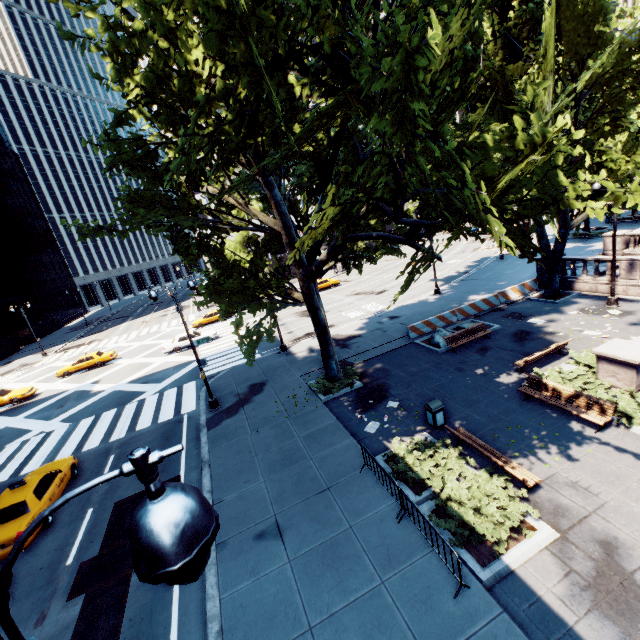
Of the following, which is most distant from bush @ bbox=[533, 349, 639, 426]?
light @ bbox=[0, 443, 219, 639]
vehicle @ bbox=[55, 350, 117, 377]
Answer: vehicle @ bbox=[55, 350, 117, 377]

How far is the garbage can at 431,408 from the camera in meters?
12.3

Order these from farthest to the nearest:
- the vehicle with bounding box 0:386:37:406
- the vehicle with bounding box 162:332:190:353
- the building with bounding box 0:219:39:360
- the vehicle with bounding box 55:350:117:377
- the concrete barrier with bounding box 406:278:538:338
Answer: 1. the building with bounding box 0:219:39:360
2. the vehicle with bounding box 55:350:117:377
3. the vehicle with bounding box 162:332:190:353
4. the vehicle with bounding box 0:386:37:406
5. the concrete barrier with bounding box 406:278:538:338

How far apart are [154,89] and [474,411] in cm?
1514

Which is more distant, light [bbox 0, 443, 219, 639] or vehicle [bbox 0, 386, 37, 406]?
vehicle [bbox 0, 386, 37, 406]

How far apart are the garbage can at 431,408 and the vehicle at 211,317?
31.4m

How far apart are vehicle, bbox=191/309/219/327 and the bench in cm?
3280

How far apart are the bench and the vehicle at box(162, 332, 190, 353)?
25.4 meters
